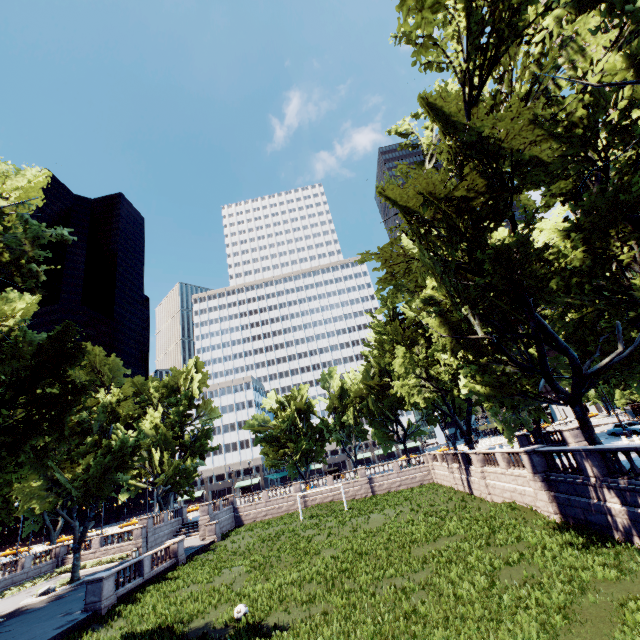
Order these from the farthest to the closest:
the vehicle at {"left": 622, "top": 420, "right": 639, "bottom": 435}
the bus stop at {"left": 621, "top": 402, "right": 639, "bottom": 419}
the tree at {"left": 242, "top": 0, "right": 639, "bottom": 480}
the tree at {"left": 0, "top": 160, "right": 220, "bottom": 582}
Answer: the bus stop at {"left": 621, "top": 402, "right": 639, "bottom": 419} < the vehicle at {"left": 622, "top": 420, "right": 639, "bottom": 435} < the tree at {"left": 0, "top": 160, "right": 220, "bottom": 582} < the tree at {"left": 242, "top": 0, "right": 639, "bottom": 480}

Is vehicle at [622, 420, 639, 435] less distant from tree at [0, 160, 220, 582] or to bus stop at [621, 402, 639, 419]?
tree at [0, 160, 220, 582]

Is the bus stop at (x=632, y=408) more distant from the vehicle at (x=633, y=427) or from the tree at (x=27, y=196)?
the vehicle at (x=633, y=427)

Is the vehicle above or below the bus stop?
below

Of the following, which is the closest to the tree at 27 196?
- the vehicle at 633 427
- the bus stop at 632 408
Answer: the vehicle at 633 427

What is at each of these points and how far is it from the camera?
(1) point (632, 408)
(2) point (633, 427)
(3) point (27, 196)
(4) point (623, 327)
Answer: (1) bus stop, 50.94m
(2) vehicle, 32.22m
(3) tree, 18.45m
(4) tree, 17.88m

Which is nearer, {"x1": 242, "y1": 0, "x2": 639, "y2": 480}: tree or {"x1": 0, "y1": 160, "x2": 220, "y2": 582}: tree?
{"x1": 242, "y1": 0, "x2": 639, "y2": 480}: tree

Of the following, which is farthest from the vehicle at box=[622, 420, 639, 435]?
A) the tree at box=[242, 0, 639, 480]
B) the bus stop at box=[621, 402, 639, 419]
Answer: the bus stop at box=[621, 402, 639, 419]
